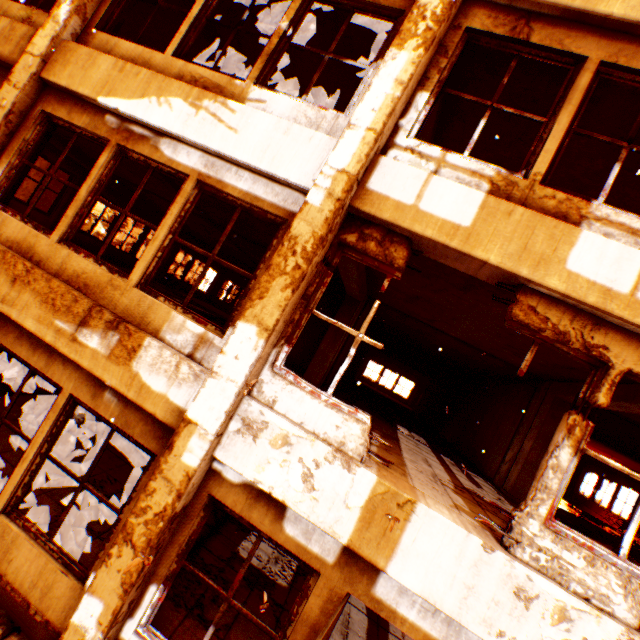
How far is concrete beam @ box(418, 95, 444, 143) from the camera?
5.41m

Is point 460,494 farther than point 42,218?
No

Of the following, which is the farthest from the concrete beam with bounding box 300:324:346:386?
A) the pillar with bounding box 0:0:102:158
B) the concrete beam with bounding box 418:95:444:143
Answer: the concrete beam with bounding box 418:95:444:143

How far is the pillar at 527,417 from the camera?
7.2 meters

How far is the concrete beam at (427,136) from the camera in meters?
5.4 m

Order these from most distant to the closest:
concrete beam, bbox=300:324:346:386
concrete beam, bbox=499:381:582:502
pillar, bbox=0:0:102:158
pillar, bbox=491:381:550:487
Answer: concrete beam, bbox=300:324:346:386 → pillar, bbox=491:381:550:487 → concrete beam, bbox=499:381:582:502 → pillar, bbox=0:0:102:158

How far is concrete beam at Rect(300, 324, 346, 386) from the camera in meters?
7.7

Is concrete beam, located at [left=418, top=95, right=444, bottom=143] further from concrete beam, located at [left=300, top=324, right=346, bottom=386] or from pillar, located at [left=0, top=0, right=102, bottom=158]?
concrete beam, located at [left=300, top=324, right=346, bottom=386]
